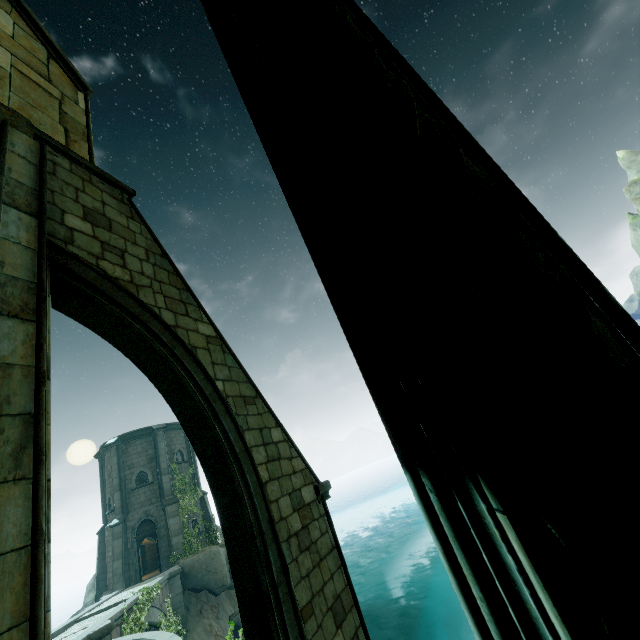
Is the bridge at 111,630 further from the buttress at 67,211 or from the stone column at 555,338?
the stone column at 555,338

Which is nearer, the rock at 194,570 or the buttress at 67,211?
the buttress at 67,211

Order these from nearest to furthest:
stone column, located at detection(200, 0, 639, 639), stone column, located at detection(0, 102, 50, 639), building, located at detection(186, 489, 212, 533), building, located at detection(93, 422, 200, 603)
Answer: stone column, located at detection(200, 0, 639, 639), stone column, located at detection(0, 102, 50, 639), building, located at detection(93, 422, 200, 603), building, located at detection(186, 489, 212, 533)

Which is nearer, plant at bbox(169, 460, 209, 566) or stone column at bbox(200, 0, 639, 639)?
stone column at bbox(200, 0, 639, 639)

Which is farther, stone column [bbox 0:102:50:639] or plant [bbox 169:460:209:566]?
plant [bbox 169:460:209:566]

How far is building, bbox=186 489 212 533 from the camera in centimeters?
2400cm

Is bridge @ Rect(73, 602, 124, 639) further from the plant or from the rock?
the plant

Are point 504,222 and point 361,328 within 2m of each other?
yes
